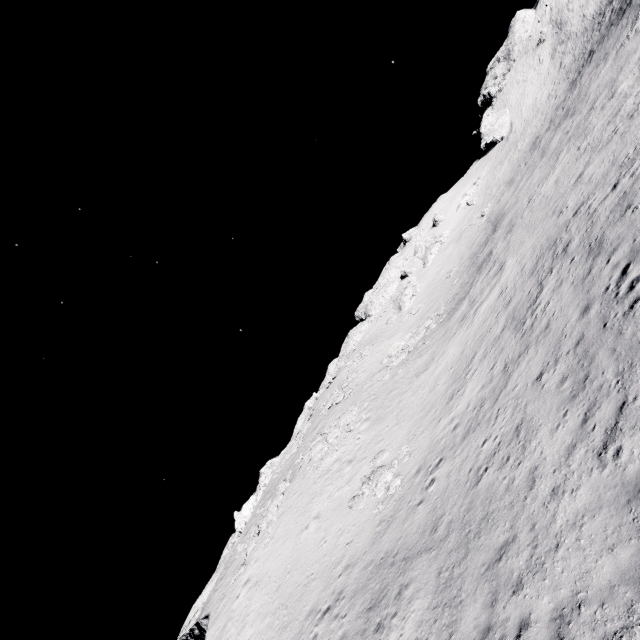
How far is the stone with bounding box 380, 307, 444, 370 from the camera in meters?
35.4 m

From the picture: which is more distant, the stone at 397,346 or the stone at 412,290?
the stone at 412,290

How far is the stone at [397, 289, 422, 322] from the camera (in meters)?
51.97

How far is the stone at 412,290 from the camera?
51.97m

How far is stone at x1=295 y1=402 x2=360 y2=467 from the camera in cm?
3038

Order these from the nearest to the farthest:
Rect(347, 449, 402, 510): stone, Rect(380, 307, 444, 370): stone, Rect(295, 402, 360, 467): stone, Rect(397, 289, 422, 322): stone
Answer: Rect(347, 449, 402, 510): stone
Rect(295, 402, 360, 467): stone
Rect(380, 307, 444, 370): stone
Rect(397, 289, 422, 322): stone

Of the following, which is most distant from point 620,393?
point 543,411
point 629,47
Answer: point 629,47

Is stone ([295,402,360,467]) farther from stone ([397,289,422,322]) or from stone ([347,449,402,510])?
stone ([397,289,422,322])
